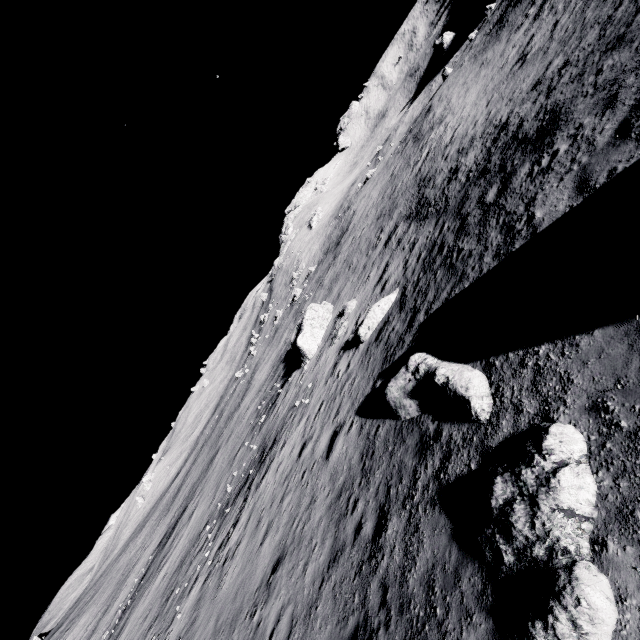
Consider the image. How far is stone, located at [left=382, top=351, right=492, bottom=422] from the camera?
6.9m

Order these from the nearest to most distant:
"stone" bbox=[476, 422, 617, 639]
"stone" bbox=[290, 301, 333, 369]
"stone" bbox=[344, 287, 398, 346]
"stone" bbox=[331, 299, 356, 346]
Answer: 1. "stone" bbox=[476, 422, 617, 639]
2. "stone" bbox=[344, 287, 398, 346]
3. "stone" bbox=[331, 299, 356, 346]
4. "stone" bbox=[290, 301, 333, 369]

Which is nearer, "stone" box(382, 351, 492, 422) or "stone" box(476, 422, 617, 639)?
"stone" box(476, 422, 617, 639)

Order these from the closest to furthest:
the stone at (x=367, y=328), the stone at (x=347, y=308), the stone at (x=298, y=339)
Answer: the stone at (x=367, y=328), the stone at (x=347, y=308), the stone at (x=298, y=339)

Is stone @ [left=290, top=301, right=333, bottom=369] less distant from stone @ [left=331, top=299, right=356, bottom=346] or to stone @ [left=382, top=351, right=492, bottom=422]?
stone @ [left=331, top=299, right=356, bottom=346]

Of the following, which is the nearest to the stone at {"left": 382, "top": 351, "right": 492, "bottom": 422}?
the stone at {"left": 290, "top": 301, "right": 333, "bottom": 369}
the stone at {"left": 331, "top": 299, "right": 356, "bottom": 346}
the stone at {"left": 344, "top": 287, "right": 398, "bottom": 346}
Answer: the stone at {"left": 344, "top": 287, "right": 398, "bottom": 346}

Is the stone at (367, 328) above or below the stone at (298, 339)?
below

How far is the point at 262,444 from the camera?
22.94m
